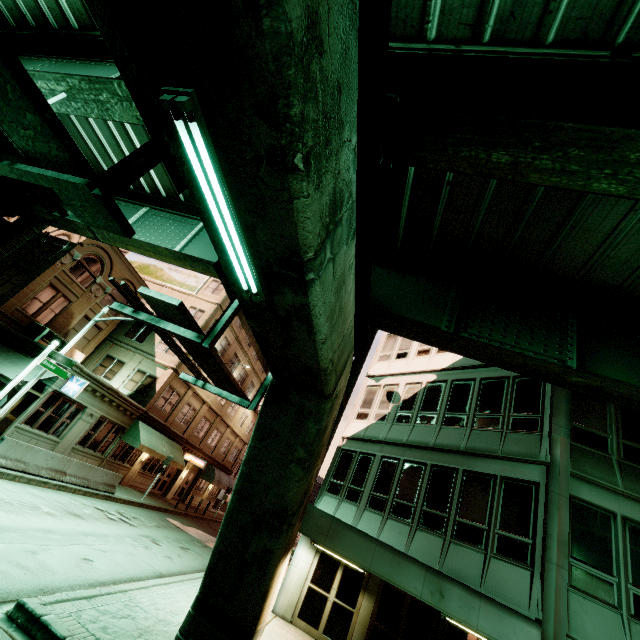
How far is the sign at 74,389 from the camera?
16.42m

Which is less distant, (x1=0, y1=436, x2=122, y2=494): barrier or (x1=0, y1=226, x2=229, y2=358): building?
(x1=0, y1=436, x2=122, y2=494): barrier

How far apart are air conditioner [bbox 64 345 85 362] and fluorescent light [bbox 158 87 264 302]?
21.3m

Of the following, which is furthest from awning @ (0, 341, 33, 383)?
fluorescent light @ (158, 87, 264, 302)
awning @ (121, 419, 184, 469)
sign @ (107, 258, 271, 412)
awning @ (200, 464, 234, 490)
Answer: awning @ (200, 464, 234, 490)

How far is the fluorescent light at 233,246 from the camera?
2.54m

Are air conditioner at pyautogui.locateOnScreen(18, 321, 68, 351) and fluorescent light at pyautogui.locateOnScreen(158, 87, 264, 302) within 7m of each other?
no

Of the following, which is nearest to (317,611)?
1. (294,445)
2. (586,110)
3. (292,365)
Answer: Answer: (294,445)

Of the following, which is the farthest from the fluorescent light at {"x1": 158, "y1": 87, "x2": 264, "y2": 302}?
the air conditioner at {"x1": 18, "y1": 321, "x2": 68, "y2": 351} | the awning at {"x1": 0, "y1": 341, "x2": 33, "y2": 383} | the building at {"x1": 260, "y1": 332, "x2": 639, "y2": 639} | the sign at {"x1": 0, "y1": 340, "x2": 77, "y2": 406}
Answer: the air conditioner at {"x1": 18, "y1": 321, "x2": 68, "y2": 351}
